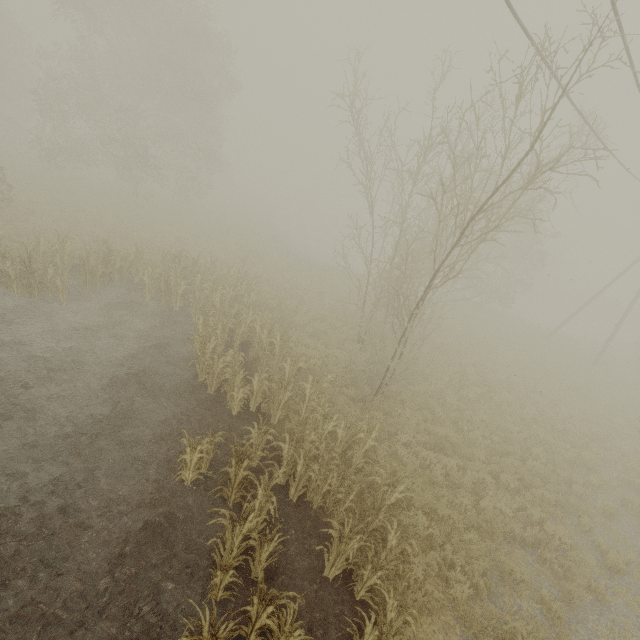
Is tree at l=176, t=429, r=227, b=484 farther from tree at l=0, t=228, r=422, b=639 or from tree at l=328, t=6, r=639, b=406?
tree at l=328, t=6, r=639, b=406

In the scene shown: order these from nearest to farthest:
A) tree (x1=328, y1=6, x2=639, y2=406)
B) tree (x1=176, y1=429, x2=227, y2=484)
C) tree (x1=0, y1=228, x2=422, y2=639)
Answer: tree (x1=0, y1=228, x2=422, y2=639) < tree (x1=328, y1=6, x2=639, y2=406) < tree (x1=176, y1=429, x2=227, y2=484)

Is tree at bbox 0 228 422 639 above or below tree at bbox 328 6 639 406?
below

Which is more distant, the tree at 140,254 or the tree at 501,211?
the tree at 501,211

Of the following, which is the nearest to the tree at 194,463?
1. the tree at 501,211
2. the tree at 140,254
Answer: the tree at 140,254

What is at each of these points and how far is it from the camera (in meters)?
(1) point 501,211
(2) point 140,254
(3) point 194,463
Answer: (1) tree, 9.31
(2) tree, 15.09
(3) tree, 7.08

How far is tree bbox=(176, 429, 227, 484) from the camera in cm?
690

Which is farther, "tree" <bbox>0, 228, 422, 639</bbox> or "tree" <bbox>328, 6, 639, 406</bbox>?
"tree" <bbox>328, 6, 639, 406</bbox>
